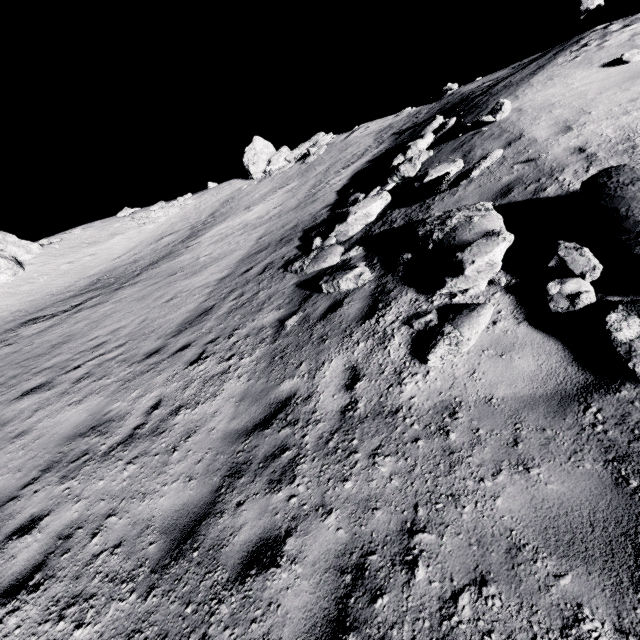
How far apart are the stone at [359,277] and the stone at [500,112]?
6.48m

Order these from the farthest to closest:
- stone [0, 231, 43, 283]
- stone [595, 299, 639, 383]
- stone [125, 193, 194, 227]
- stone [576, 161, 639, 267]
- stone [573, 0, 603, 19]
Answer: stone [125, 193, 194, 227], stone [0, 231, 43, 283], stone [573, 0, 603, 19], stone [576, 161, 639, 267], stone [595, 299, 639, 383]

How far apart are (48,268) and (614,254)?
33.1 meters

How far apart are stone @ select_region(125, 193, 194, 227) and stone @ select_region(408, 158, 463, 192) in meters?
29.3 m

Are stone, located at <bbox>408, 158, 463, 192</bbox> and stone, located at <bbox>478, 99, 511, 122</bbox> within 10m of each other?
yes

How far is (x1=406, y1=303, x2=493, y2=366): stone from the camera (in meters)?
4.11

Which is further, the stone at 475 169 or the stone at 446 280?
the stone at 475 169

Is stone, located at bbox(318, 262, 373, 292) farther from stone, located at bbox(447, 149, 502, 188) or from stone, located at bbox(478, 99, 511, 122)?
stone, located at bbox(478, 99, 511, 122)
